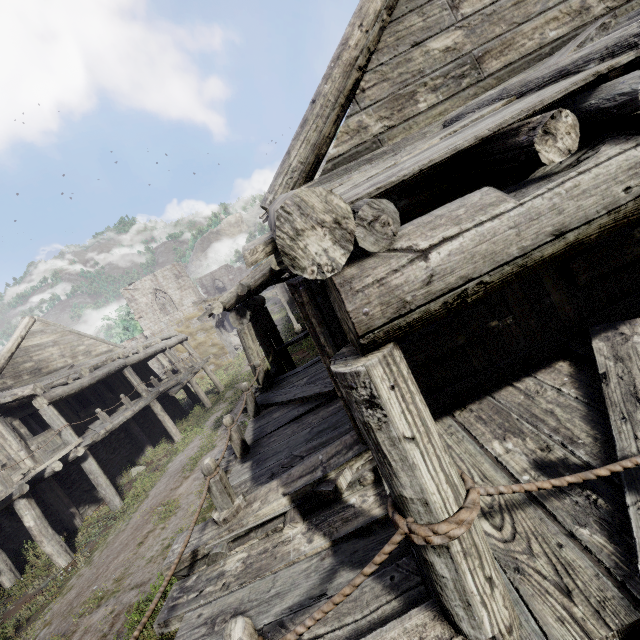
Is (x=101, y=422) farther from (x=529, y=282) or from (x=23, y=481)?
(x=529, y=282)
